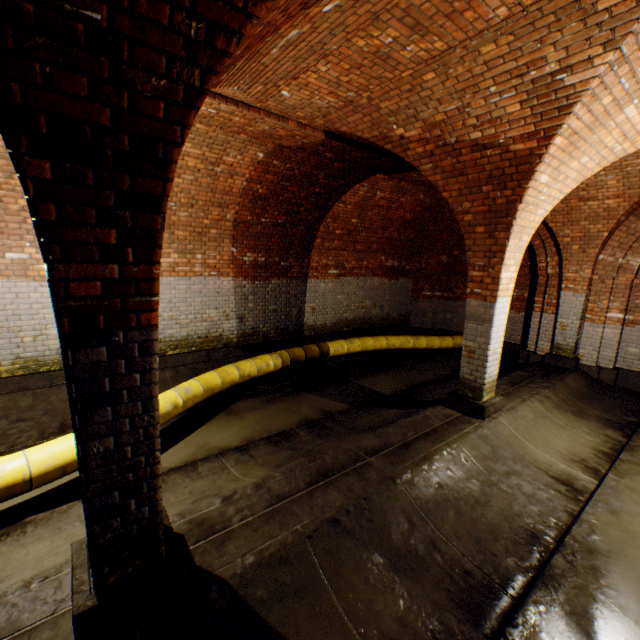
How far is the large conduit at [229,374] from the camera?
4.9m

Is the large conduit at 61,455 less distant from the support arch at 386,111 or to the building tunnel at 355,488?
the building tunnel at 355,488

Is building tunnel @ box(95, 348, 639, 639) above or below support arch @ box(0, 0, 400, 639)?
below

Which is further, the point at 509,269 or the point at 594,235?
the point at 594,235

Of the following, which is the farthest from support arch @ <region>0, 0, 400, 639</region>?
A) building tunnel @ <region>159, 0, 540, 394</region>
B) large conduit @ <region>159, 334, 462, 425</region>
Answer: large conduit @ <region>159, 334, 462, 425</region>

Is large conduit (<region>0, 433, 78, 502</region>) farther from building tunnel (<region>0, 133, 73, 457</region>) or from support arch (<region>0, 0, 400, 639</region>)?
support arch (<region>0, 0, 400, 639</region>)

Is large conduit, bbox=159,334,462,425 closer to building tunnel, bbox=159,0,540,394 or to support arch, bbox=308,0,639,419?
building tunnel, bbox=159,0,540,394

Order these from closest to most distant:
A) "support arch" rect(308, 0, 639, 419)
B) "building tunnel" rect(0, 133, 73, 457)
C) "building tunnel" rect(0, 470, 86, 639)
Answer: "building tunnel" rect(0, 470, 86, 639) < "support arch" rect(308, 0, 639, 419) < "building tunnel" rect(0, 133, 73, 457)
